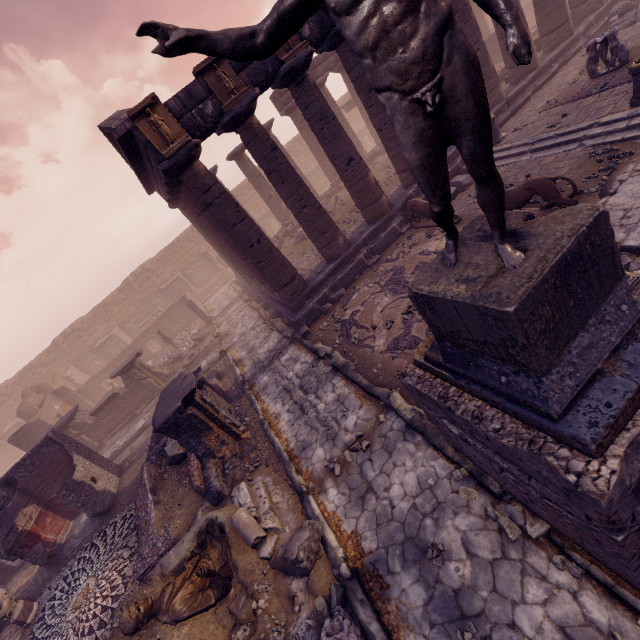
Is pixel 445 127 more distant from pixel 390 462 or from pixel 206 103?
pixel 206 103

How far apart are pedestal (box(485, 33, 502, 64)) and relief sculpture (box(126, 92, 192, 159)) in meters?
19.5

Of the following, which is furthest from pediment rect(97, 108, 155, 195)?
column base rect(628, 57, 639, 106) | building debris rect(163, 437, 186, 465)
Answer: column base rect(628, 57, 639, 106)

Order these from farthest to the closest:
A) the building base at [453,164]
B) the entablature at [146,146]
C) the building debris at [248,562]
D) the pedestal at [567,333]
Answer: the building base at [453,164]
the entablature at [146,146]
the building debris at [248,562]
the pedestal at [567,333]

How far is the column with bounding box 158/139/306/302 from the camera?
9.11m

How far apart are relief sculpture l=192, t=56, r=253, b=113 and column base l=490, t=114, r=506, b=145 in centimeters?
806cm

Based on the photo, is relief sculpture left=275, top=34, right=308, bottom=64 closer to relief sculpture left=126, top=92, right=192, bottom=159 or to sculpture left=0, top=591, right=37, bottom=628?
relief sculpture left=126, top=92, right=192, bottom=159

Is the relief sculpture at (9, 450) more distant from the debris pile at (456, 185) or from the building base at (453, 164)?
the debris pile at (456, 185)
